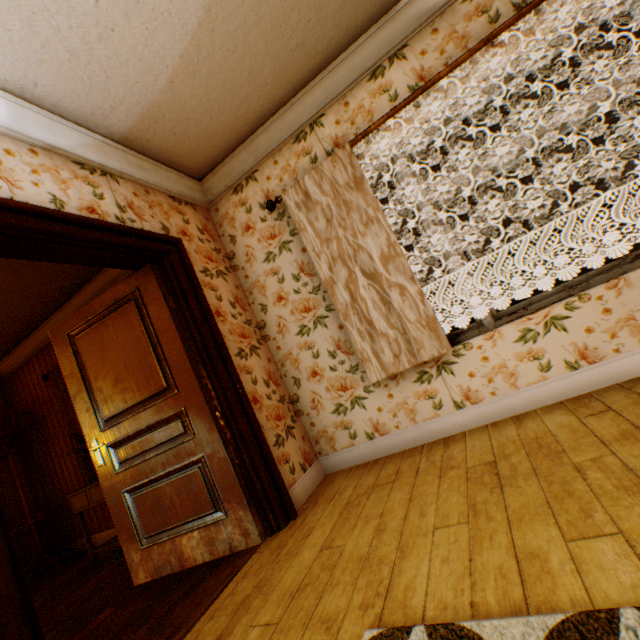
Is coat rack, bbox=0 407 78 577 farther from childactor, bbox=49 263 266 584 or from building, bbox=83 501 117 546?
childactor, bbox=49 263 266 584

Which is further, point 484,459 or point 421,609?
point 484,459

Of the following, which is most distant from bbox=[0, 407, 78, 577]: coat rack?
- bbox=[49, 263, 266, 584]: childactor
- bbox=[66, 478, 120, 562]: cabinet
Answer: bbox=[49, 263, 266, 584]: childactor

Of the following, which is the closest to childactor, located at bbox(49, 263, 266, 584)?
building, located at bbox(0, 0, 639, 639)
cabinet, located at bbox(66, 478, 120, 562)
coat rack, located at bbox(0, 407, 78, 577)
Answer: building, located at bbox(0, 0, 639, 639)

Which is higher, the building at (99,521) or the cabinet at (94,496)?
the cabinet at (94,496)

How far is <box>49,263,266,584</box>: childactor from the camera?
2.4m

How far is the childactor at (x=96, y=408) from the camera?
2.4 meters
